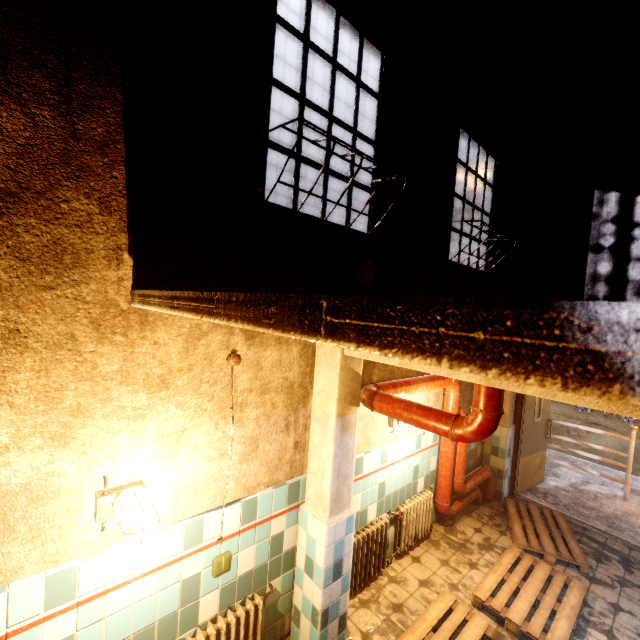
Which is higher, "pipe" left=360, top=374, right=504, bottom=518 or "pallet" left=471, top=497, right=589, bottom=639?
"pipe" left=360, top=374, right=504, bottom=518

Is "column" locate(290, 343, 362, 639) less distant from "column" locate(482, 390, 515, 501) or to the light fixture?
the light fixture

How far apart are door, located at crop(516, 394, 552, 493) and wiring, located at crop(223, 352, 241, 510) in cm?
538

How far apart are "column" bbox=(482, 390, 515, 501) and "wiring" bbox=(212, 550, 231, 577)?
4.9m

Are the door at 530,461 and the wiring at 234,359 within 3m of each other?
no

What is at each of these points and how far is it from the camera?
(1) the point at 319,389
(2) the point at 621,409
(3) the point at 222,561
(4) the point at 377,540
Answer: (1) column, 2.8 meters
(2) ceiling beam, 1.4 meters
(3) wiring, 2.4 meters
(4) radiator, 3.6 meters

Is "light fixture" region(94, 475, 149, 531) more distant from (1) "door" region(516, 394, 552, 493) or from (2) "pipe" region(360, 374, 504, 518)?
(1) "door" region(516, 394, 552, 493)

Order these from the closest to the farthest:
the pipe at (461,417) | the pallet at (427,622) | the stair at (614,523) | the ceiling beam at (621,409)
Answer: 1. the ceiling beam at (621,409)
2. the pipe at (461,417)
3. the pallet at (427,622)
4. the stair at (614,523)
